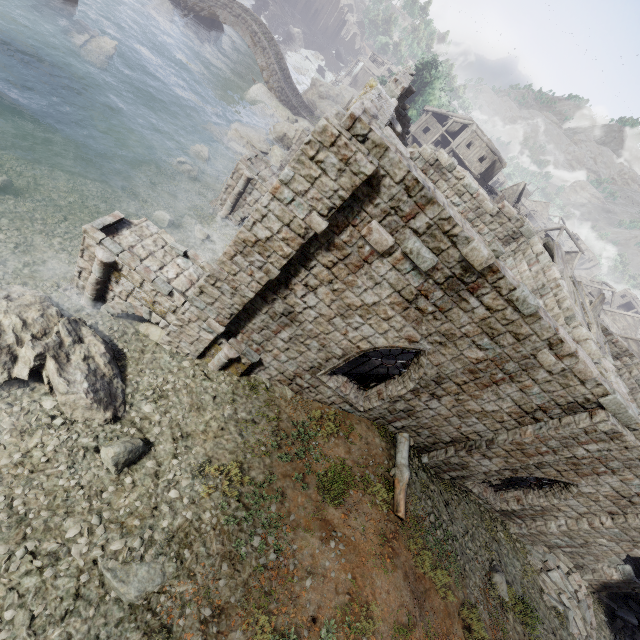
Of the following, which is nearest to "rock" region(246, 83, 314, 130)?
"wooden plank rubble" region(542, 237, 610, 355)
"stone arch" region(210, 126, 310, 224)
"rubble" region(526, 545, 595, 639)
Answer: "stone arch" region(210, 126, 310, 224)

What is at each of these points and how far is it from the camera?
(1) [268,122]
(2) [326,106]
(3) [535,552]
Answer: (1) rubble, 31.7 meters
(2) rock, 46.1 meters
(3) rubble, 13.1 meters

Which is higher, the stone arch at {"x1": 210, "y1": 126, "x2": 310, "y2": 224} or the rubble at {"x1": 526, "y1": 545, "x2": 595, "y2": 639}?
the rubble at {"x1": 526, "y1": 545, "x2": 595, "y2": 639}

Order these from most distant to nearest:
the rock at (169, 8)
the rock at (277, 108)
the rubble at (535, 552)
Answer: the rock at (277, 108), the rock at (169, 8), the rubble at (535, 552)

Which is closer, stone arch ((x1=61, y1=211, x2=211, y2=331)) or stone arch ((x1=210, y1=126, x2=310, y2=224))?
stone arch ((x1=61, y1=211, x2=211, y2=331))

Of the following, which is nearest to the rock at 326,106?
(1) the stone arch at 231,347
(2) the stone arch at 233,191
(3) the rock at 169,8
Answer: (3) the rock at 169,8

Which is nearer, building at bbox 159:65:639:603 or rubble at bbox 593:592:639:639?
building at bbox 159:65:639:603

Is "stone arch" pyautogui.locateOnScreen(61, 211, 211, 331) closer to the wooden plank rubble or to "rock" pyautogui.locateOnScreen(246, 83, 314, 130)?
the wooden plank rubble
